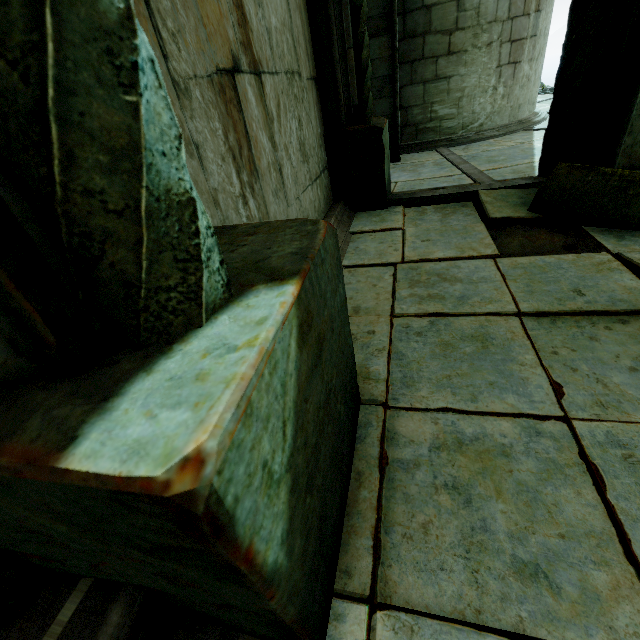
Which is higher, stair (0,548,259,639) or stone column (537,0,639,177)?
stone column (537,0,639,177)

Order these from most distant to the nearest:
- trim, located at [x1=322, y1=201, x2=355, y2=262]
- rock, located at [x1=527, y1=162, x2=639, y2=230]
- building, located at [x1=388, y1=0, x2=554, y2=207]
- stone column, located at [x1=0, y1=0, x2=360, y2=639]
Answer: building, located at [x1=388, y1=0, x2=554, y2=207] < trim, located at [x1=322, y1=201, x2=355, y2=262] < rock, located at [x1=527, y1=162, x2=639, y2=230] < stone column, located at [x1=0, y1=0, x2=360, y2=639]

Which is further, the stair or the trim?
the trim

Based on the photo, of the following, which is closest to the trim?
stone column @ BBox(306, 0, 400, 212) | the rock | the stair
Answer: stone column @ BBox(306, 0, 400, 212)

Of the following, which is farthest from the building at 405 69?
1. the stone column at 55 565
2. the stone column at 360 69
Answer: the stone column at 55 565

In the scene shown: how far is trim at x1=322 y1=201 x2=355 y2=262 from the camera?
3.37m

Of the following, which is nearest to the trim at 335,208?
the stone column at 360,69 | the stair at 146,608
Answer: the stone column at 360,69

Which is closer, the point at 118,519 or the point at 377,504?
the point at 118,519
